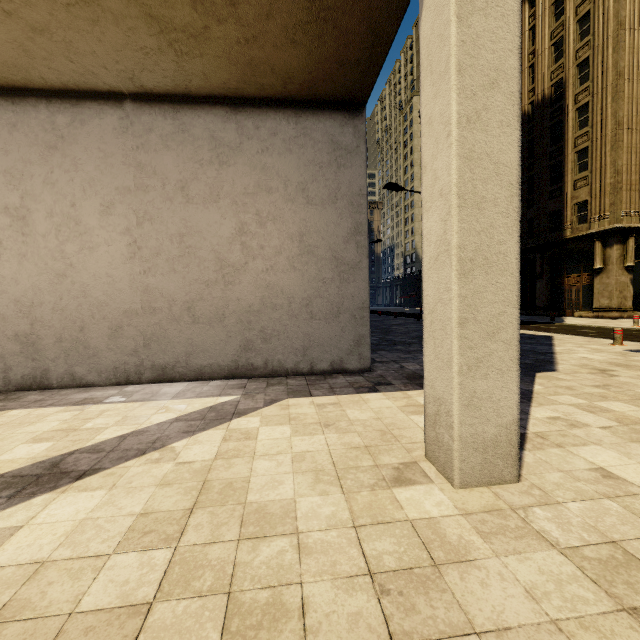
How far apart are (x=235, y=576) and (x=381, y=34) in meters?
7.2

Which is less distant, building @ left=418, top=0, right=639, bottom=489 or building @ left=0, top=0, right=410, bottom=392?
building @ left=418, top=0, right=639, bottom=489

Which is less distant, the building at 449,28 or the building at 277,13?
the building at 449,28
